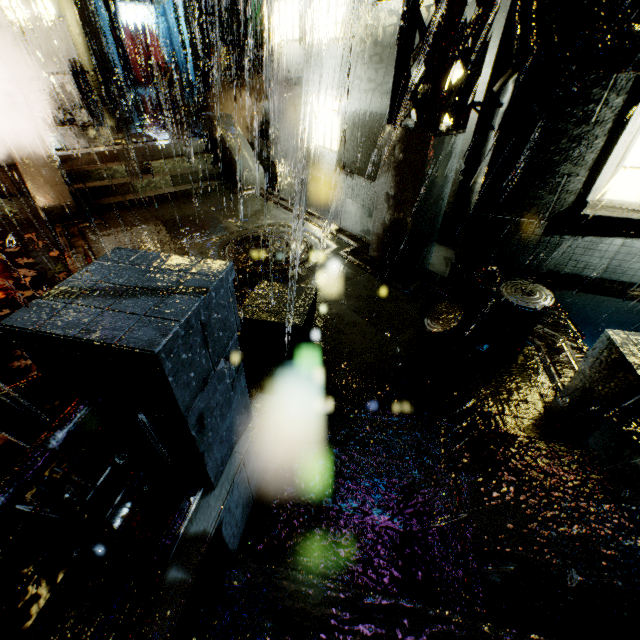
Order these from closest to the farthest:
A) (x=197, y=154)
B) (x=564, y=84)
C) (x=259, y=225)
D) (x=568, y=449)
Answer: (x=568, y=449) < (x=564, y=84) < (x=259, y=225) < (x=197, y=154)

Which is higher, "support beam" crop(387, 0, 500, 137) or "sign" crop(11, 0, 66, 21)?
"sign" crop(11, 0, 66, 21)

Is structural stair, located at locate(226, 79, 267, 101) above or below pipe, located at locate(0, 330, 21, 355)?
above

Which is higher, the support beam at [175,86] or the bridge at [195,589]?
the support beam at [175,86]

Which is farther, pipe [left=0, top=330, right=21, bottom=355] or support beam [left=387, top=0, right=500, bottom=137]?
support beam [left=387, top=0, right=500, bottom=137]

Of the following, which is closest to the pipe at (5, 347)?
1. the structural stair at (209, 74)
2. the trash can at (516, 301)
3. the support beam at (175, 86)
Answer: the trash can at (516, 301)

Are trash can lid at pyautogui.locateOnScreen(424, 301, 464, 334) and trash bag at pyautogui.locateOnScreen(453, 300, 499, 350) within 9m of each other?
yes

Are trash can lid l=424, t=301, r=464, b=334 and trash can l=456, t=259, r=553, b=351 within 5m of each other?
yes
